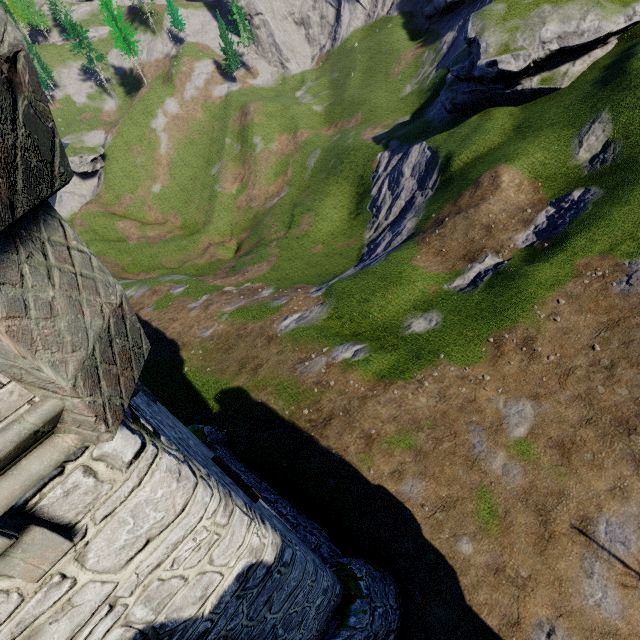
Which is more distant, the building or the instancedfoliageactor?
the instancedfoliageactor

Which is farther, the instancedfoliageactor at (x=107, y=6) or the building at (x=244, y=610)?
the instancedfoliageactor at (x=107, y=6)

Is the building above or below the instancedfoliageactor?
below

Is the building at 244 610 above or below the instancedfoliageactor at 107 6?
below

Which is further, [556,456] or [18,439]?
[556,456]
